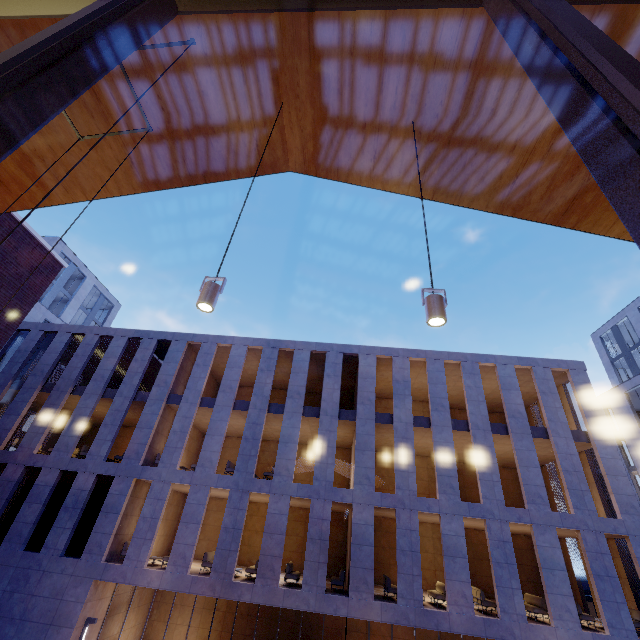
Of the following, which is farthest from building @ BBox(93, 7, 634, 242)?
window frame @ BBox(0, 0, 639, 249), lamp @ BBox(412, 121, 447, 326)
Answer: lamp @ BBox(412, 121, 447, 326)

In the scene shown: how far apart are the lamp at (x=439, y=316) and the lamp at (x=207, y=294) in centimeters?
177cm

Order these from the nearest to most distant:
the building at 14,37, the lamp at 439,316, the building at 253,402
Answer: the lamp at 439,316 < the building at 14,37 < the building at 253,402

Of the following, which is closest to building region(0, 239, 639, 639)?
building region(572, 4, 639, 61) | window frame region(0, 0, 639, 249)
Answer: building region(572, 4, 639, 61)

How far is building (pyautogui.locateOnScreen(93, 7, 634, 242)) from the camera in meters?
3.9

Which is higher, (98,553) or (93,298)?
(93,298)

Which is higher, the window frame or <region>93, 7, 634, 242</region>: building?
<region>93, 7, 634, 242</region>: building
